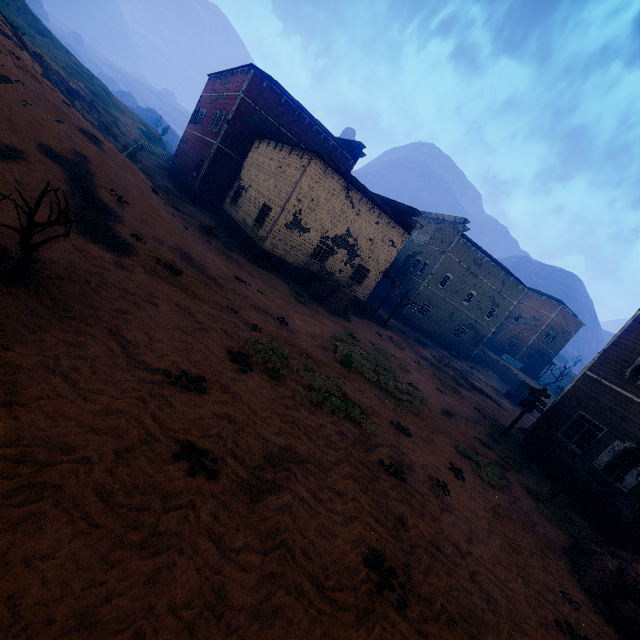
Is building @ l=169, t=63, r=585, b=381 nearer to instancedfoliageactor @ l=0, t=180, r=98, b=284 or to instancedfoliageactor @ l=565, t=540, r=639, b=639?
instancedfoliageactor @ l=565, t=540, r=639, b=639

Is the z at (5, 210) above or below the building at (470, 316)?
below

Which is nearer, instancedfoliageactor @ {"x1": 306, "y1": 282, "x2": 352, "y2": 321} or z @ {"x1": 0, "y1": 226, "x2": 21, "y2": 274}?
z @ {"x1": 0, "y1": 226, "x2": 21, "y2": 274}

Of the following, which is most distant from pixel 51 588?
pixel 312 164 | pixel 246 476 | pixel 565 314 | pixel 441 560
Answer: pixel 565 314

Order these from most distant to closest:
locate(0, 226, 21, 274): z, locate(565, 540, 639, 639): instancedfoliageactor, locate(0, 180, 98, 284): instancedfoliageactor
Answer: locate(565, 540, 639, 639): instancedfoliageactor
locate(0, 226, 21, 274): z
locate(0, 180, 98, 284): instancedfoliageactor

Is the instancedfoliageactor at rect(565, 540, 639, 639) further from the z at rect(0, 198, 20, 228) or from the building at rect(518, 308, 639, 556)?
the building at rect(518, 308, 639, 556)

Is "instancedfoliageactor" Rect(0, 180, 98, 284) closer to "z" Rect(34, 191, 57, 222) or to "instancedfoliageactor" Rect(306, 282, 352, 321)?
"z" Rect(34, 191, 57, 222)

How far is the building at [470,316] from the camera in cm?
1991
